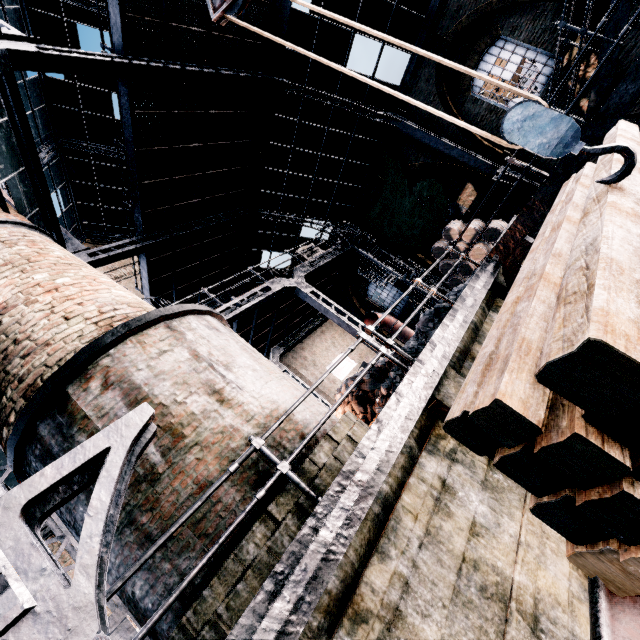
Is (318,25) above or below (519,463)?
above

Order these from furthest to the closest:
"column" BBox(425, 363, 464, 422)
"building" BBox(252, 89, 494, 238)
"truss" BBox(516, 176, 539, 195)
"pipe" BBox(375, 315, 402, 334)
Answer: "pipe" BBox(375, 315, 402, 334) → "building" BBox(252, 89, 494, 238) → "truss" BBox(516, 176, 539, 195) → "column" BBox(425, 363, 464, 422)

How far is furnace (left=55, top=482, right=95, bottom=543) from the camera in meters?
4.5 m

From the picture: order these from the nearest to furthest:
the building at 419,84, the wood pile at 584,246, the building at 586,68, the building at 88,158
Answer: the wood pile at 584,246, the building at 586,68, the building at 419,84, the building at 88,158

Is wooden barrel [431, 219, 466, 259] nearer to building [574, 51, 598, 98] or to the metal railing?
building [574, 51, 598, 98]

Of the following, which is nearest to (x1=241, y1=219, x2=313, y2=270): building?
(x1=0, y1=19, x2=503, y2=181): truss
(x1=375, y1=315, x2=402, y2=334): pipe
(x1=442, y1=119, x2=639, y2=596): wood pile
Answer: (x1=0, y1=19, x2=503, y2=181): truss

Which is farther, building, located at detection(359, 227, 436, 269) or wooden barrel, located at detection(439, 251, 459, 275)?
building, located at detection(359, 227, 436, 269)

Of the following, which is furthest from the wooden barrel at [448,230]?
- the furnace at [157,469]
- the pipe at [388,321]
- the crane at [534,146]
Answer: the crane at [534,146]
